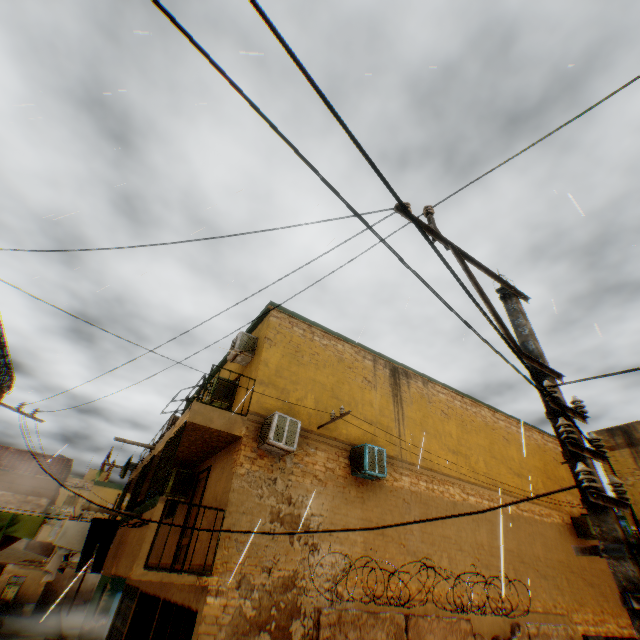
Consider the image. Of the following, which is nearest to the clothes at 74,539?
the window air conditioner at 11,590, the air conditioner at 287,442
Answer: the air conditioner at 287,442

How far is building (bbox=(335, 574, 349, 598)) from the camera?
7.8m

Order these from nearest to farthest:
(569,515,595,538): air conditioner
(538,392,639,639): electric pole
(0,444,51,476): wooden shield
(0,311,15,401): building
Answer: (538,392,639,639): electric pole → (0,311,15,401): building → (569,515,595,538): air conditioner → (0,444,51,476): wooden shield

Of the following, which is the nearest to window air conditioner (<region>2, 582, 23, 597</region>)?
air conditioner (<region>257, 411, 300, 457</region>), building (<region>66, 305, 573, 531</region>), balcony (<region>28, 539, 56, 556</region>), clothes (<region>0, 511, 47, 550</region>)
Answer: building (<region>66, 305, 573, 531</region>)

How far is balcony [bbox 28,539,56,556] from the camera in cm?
1813

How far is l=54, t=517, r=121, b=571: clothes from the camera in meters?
5.9

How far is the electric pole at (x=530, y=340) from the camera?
3.5 meters

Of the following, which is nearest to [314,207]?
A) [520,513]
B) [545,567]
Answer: [520,513]
